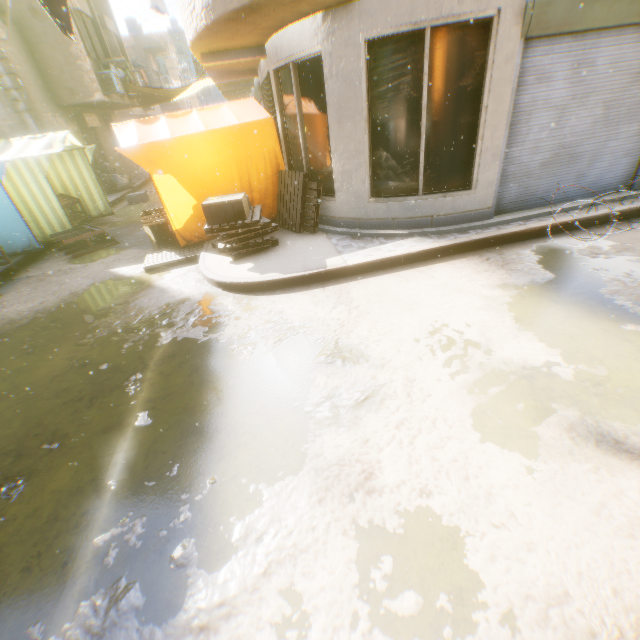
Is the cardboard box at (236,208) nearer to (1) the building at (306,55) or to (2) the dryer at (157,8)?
(1) the building at (306,55)

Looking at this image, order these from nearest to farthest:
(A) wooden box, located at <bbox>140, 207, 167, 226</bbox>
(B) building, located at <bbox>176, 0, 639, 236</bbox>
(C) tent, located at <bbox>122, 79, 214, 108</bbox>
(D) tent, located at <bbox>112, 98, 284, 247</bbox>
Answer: (B) building, located at <bbox>176, 0, 639, 236</bbox> → (D) tent, located at <bbox>112, 98, 284, 247</bbox> → (A) wooden box, located at <bbox>140, 207, 167, 226</bbox> → (C) tent, located at <bbox>122, 79, 214, 108</bbox>

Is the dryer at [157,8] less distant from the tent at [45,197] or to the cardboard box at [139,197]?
the tent at [45,197]

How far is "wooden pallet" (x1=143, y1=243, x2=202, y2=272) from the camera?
6.7m

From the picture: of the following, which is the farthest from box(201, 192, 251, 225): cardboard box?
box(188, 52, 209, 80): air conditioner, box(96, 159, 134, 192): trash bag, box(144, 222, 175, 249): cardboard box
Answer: box(96, 159, 134, 192): trash bag

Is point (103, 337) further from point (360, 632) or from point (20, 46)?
point (20, 46)

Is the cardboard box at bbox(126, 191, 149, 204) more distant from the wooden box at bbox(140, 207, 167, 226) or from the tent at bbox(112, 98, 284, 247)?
the wooden box at bbox(140, 207, 167, 226)

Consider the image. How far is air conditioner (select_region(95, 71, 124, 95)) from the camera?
14.5 meters
